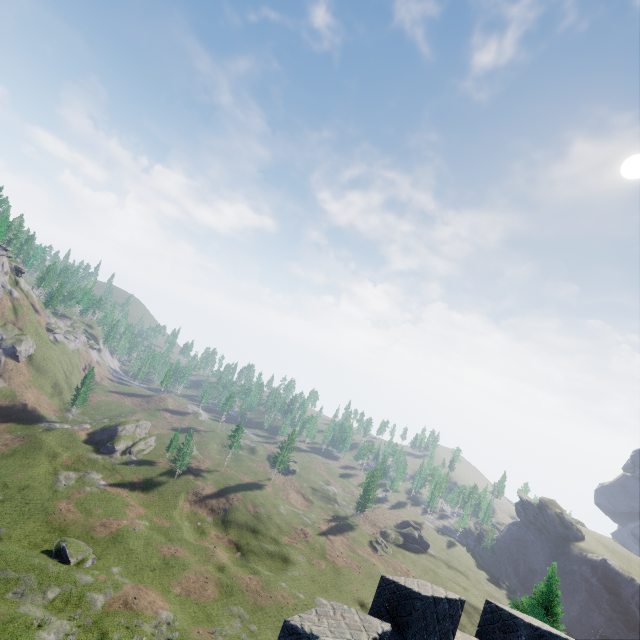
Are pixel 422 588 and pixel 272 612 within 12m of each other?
no
